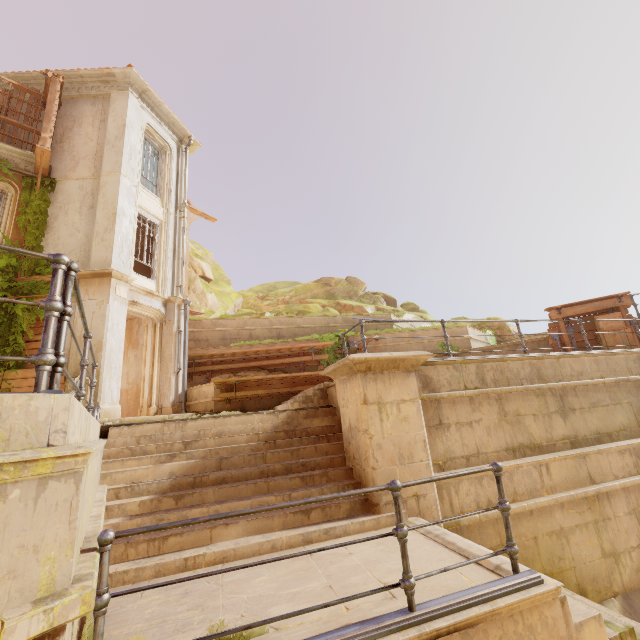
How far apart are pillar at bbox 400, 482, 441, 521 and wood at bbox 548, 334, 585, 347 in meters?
7.1

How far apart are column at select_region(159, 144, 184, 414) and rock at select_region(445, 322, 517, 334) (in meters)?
13.77

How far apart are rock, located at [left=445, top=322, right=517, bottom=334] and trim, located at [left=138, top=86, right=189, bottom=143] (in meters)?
16.71

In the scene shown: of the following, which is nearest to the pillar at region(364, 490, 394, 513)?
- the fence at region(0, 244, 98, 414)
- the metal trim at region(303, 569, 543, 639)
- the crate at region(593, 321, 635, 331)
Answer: the metal trim at region(303, 569, 543, 639)

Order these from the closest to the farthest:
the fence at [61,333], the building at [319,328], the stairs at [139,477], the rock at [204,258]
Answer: the fence at [61,333]
the stairs at [139,477]
the building at [319,328]
the rock at [204,258]

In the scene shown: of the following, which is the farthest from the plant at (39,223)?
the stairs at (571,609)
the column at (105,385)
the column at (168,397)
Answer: the stairs at (571,609)

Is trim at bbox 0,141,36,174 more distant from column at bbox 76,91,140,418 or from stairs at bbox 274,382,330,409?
stairs at bbox 274,382,330,409

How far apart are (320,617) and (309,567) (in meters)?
0.99
